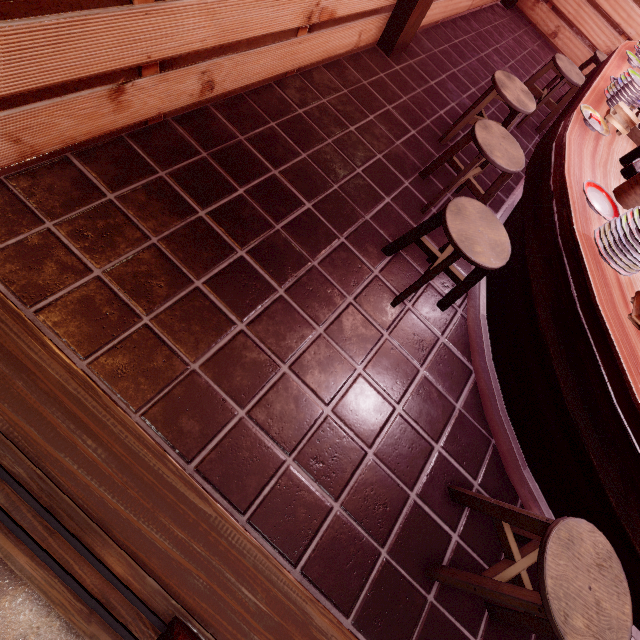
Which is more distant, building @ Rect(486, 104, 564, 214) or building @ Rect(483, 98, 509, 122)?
building @ Rect(483, 98, 509, 122)

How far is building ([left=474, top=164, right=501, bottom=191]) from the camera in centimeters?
597cm

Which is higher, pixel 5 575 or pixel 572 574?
pixel 572 574

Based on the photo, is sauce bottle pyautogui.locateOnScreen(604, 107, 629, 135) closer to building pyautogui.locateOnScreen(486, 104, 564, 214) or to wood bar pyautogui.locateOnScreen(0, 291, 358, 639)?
building pyautogui.locateOnScreen(486, 104, 564, 214)

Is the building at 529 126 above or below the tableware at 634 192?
below

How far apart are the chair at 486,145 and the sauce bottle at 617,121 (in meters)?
0.95

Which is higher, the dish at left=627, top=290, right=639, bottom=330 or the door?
the dish at left=627, top=290, right=639, bottom=330

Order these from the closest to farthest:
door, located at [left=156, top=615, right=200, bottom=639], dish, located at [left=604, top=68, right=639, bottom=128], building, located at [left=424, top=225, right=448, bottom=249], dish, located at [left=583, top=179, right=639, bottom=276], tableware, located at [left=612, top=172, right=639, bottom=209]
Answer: door, located at [left=156, top=615, right=200, bottom=639] → dish, located at [left=583, top=179, right=639, bottom=276] → tableware, located at [left=612, top=172, right=639, bottom=209] → dish, located at [left=604, top=68, right=639, bottom=128] → building, located at [left=424, top=225, right=448, bottom=249]
